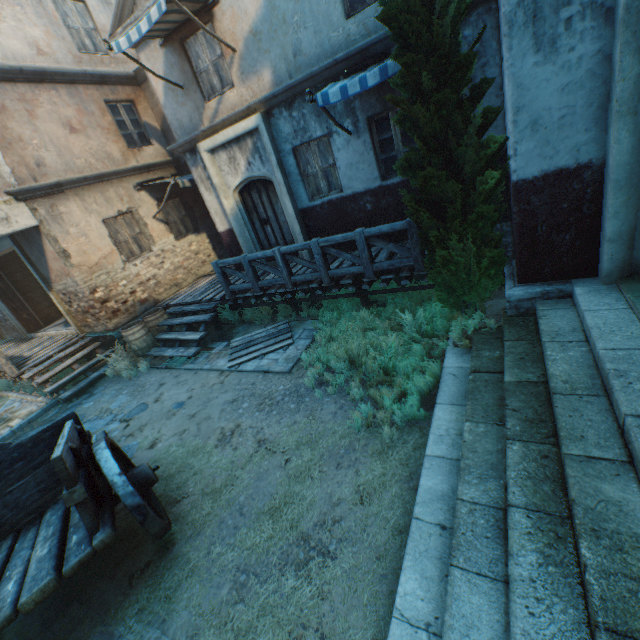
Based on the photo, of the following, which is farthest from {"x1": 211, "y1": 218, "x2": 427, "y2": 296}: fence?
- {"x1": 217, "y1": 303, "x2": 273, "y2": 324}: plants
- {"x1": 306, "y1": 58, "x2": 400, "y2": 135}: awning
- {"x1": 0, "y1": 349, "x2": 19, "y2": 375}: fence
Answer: {"x1": 0, "y1": 349, "x2": 19, "y2": 375}: fence

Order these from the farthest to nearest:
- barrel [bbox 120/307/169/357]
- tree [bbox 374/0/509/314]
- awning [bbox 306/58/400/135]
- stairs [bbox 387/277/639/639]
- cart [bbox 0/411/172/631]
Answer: barrel [bbox 120/307/169/357]
awning [bbox 306/58/400/135]
tree [bbox 374/0/509/314]
cart [bbox 0/411/172/631]
stairs [bbox 387/277/639/639]

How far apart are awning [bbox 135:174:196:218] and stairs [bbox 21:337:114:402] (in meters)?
4.26

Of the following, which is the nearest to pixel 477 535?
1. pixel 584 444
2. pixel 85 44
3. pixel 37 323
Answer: Result: pixel 584 444

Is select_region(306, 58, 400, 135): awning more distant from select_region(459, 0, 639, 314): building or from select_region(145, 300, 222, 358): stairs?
select_region(145, 300, 222, 358): stairs

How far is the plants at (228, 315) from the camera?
8.80m

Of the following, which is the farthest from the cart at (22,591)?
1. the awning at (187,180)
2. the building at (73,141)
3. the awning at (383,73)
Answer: the awning at (187,180)

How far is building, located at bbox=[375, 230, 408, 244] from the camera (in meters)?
7.84
